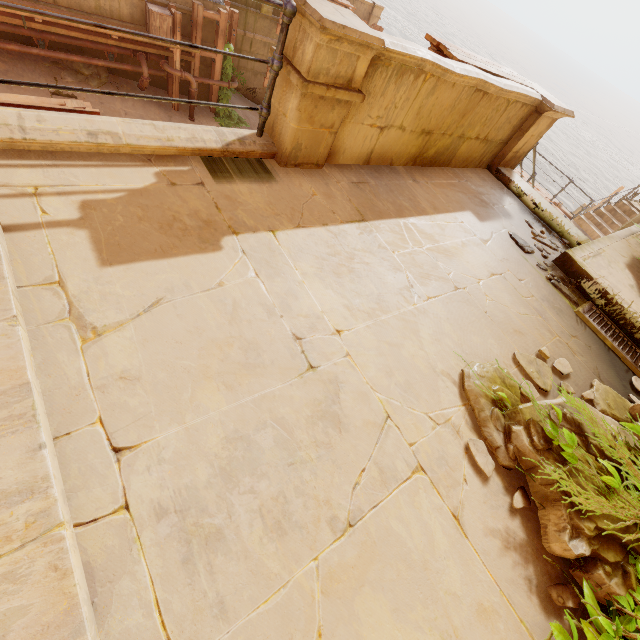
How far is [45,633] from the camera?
0.94m

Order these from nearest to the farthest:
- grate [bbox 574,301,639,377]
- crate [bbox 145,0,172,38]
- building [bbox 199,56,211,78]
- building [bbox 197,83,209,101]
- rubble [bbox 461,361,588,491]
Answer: rubble [bbox 461,361,588,491]
grate [bbox 574,301,639,377]
crate [bbox 145,0,172,38]
building [bbox 199,56,211,78]
building [bbox 197,83,209,101]

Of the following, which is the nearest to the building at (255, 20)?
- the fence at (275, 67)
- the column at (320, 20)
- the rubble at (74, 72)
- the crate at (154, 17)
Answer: the crate at (154, 17)

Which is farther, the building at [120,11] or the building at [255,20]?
the building at [255,20]

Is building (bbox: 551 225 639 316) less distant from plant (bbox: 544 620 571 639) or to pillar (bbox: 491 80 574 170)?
plant (bbox: 544 620 571 639)

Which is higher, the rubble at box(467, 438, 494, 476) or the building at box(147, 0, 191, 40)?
the rubble at box(467, 438, 494, 476)

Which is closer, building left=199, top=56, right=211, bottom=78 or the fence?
the fence

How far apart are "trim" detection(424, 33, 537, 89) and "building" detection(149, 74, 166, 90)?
9.8m
